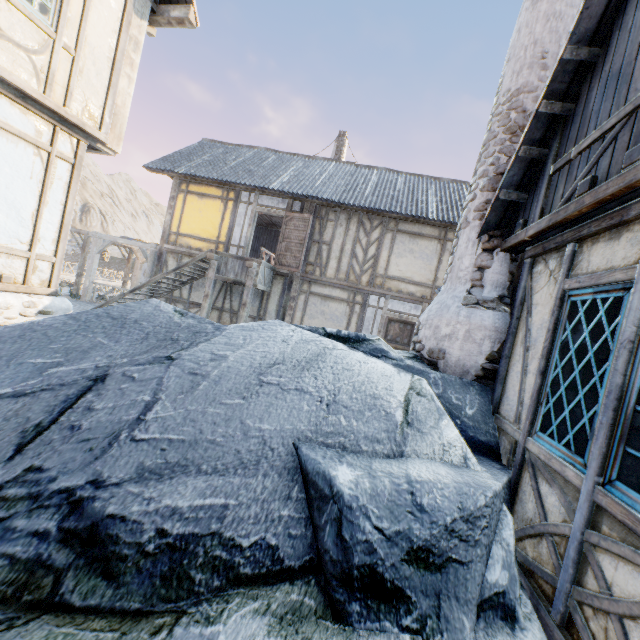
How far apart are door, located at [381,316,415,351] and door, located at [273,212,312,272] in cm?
360

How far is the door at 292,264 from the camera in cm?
1201

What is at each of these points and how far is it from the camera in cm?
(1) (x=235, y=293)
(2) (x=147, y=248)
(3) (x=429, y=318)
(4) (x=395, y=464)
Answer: (1) building, 1277
(2) awning, 1343
(3) chimney, 438
(4) rock, 241

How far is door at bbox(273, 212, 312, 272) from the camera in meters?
12.0 m

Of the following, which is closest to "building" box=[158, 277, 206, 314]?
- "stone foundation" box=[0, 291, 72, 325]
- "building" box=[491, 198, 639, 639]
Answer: "stone foundation" box=[0, 291, 72, 325]

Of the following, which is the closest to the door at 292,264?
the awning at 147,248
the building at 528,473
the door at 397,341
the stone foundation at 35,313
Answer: the door at 397,341

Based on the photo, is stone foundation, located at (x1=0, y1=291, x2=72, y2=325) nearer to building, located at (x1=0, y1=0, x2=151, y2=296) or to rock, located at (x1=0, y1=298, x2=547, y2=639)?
building, located at (x1=0, y1=0, x2=151, y2=296)

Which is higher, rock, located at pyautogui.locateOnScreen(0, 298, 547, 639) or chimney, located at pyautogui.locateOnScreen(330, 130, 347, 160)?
chimney, located at pyautogui.locateOnScreen(330, 130, 347, 160)
